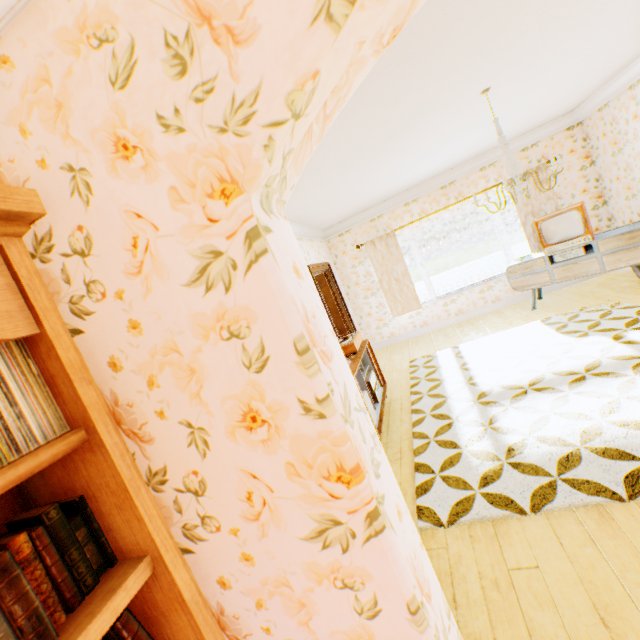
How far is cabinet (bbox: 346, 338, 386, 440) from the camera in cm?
362

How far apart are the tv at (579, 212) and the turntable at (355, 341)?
3.8 meters

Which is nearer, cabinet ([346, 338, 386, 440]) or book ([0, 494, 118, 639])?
book ([0, 494, 118, 639])

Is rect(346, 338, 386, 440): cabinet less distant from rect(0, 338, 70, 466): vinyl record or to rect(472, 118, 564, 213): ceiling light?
rect(472, 118, 564, 213): ceiling light

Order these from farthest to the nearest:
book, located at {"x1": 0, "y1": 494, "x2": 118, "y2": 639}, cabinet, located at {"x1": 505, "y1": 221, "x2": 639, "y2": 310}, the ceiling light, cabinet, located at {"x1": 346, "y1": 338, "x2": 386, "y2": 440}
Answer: cabinet, located at {"x1": 505, "y1": 221, "x2": 639, "y2": 310}, cabinet, located at {"x1": 346, "y1": 338, "x2": 386, "y2": 440}, the ceiling light, book, located at {"x1": 0, "y1": 494, "x2": 118, "y2": 639}

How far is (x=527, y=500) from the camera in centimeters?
229cm

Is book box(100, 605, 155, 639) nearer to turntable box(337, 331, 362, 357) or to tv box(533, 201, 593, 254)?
turntable box(337, 331, 362, 357)

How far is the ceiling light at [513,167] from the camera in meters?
3.1
